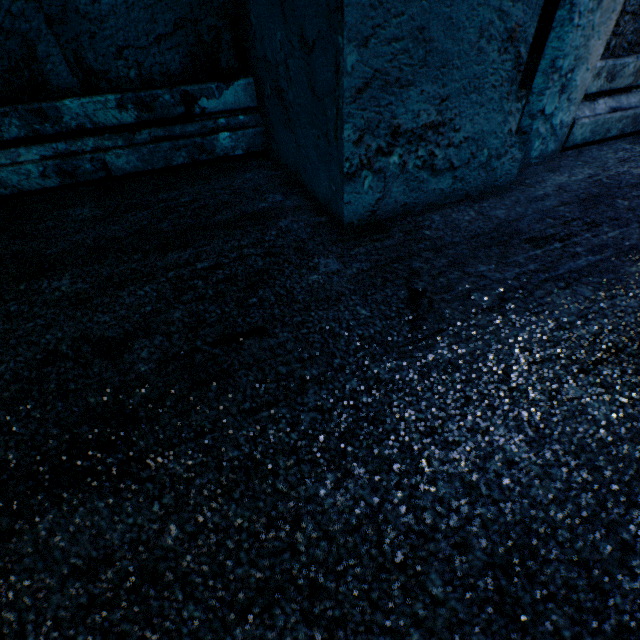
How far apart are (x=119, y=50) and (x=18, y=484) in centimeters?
111cm
